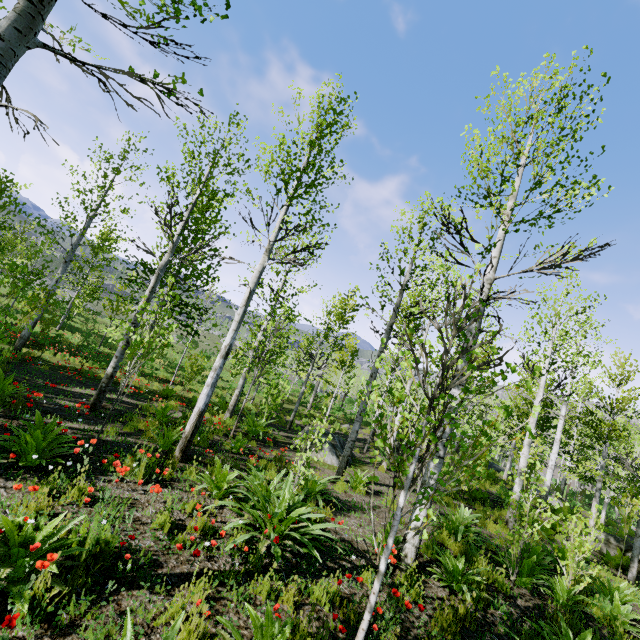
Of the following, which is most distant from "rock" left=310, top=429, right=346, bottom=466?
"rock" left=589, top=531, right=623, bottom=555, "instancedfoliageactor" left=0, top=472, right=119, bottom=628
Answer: "rock" left=589, top=531, right=623, bottom=555

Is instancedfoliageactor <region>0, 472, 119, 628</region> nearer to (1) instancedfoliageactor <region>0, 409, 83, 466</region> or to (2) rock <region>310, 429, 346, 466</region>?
(1) instancedfoliageactor <region>0, 409, 83, 466</region>

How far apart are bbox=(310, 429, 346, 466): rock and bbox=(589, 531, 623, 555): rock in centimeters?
934cm

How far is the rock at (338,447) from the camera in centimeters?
1076cm

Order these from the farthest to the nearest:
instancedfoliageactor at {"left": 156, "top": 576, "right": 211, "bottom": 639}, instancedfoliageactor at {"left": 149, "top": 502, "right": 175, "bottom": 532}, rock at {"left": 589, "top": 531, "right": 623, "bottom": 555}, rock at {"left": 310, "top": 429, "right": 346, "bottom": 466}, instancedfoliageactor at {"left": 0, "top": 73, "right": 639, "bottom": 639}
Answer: rock at {"left": 589, "top": 531, "right": 623, "bottom": 555} < rock at {"left": 310, "top": 429, "right": 346, "bottom": 466} < instancedfoliageactor at {"left": 149, "top": 502, "right": 175, "bottom": 532} < instancedfoliageactor at {"left": 0, "top": 73, "right": 639, "bottom": 639} < instancedfoliageactor at {"left": 156, "top": 576, "right": 211, "bottom": 639}

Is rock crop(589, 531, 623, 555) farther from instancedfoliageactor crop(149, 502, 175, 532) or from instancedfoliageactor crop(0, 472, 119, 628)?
instancedfoliageactor crop(0, 472, 119, 628)

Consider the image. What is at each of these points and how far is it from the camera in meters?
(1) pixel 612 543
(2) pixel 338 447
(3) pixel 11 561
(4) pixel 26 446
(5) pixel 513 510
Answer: (1) rock, 12.0 m
(2) rock, 11.5 m
(3) instancedfoliageactor, 2.8 m
(4) instancedfoliageactor, 4.6 m
(5) instancedfoliageactor, 6.3 m

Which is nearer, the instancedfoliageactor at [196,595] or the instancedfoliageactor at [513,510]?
the instancedfoliageactor at [196,595]
